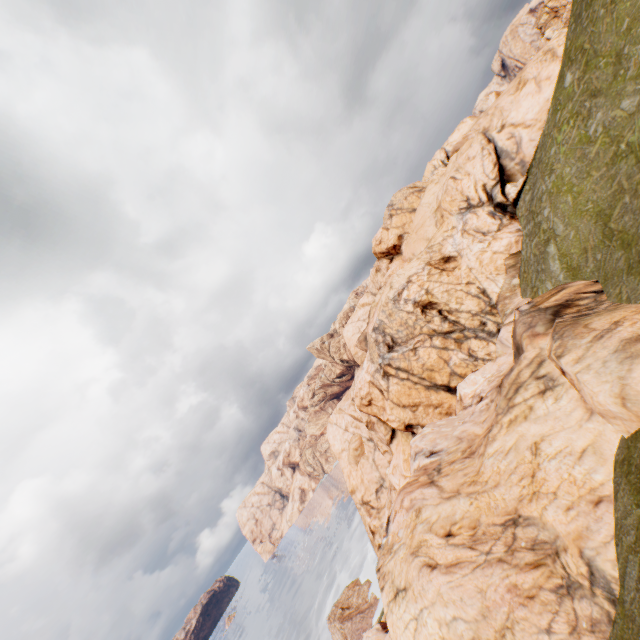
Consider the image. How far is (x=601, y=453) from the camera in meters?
11.8
